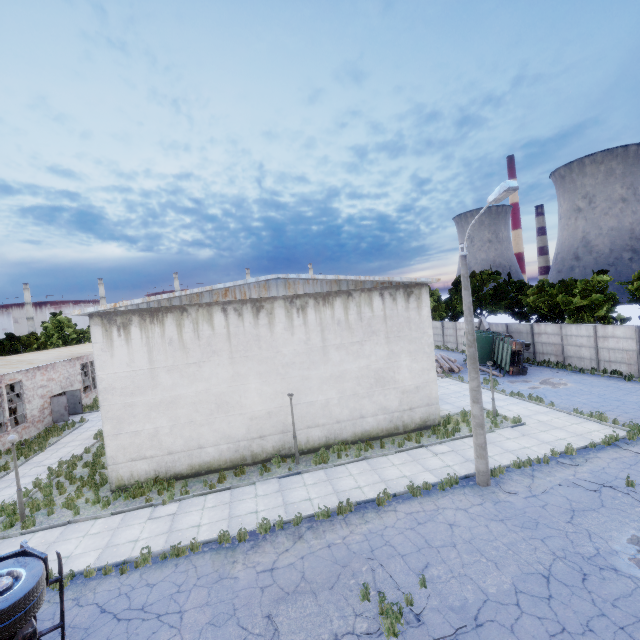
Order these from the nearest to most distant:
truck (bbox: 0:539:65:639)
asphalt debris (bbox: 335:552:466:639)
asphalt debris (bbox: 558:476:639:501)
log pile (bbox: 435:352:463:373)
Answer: truck (bbox: 0:539:65:639) < asphalt debris (bbox: 335:552:466:639) < asphalt debris (bbox: 558:476:639:501) < log pile (bbox: 435:352:463:373)

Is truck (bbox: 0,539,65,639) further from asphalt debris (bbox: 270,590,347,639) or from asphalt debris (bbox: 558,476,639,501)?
asphalt debris (bbox: 558,476,639,501)

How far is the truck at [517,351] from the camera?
26.02m

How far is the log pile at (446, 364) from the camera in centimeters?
2898cm

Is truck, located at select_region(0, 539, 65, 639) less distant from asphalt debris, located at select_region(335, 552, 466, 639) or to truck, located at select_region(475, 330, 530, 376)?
asphalt debris, located at select_region(335, 552, 466, 639)

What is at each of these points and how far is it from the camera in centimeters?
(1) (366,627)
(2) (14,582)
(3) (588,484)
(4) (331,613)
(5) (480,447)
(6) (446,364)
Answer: (1) asphalt debris, 708cm
(2) truck, 614cm
(3) asphalt debris, 1127cm
(4) asphalt debris, 750cm
(5) lamp post, 1177cm
(6) log pile, 3064cm

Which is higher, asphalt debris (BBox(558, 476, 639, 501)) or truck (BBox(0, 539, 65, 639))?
truck (BBox(0, 539, 65, 639))

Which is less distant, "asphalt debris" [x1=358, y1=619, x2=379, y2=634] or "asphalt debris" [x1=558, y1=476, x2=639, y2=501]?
"asphalt debris" [x1=358, y1=619, x2=379, y2=634]
